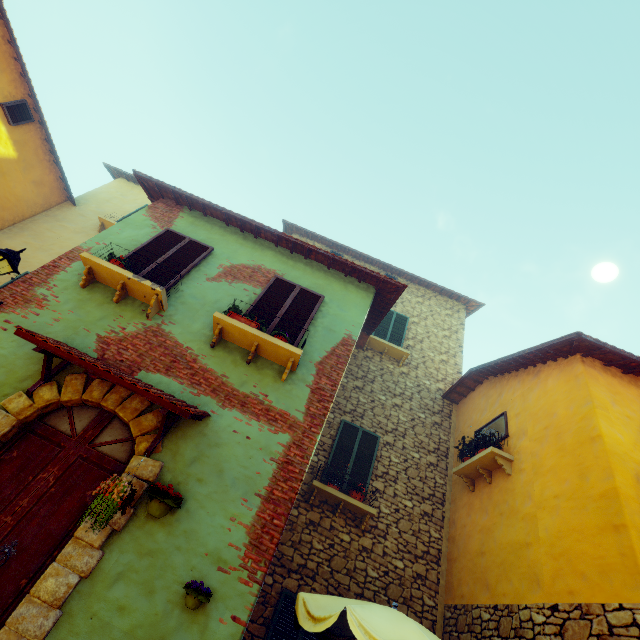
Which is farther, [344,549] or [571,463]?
[344,549]

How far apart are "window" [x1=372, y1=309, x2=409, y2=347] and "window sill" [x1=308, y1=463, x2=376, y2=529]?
4.99m

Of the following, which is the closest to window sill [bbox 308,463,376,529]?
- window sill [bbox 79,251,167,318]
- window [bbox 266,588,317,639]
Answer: window [bbox 266,588,317,639]

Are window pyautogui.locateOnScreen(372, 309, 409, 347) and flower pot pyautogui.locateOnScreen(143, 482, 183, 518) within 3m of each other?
no

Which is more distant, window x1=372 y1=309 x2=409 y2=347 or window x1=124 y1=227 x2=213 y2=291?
window x1=372 y1=309 x2=409 y2=347

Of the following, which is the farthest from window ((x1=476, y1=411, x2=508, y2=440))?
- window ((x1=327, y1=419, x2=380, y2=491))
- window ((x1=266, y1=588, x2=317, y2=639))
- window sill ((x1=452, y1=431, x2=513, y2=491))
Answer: window ((x1=266, y1=588, x2=317, y2=639))

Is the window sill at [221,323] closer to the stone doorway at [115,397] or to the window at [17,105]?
the window at [17,105]

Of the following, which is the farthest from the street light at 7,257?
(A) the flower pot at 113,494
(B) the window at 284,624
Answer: (B) the window at 284,624
